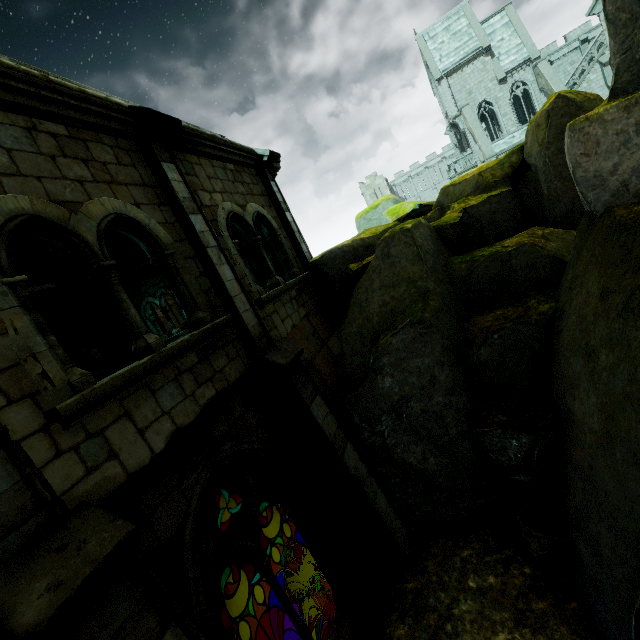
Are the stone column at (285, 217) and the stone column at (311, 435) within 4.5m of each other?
yes

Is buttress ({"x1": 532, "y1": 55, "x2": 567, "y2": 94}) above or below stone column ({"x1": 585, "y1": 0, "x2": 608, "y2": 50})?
above

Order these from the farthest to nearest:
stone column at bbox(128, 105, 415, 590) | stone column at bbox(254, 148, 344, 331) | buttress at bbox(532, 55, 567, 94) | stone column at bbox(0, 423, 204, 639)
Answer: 1. buttress at bbox(532, 55, 567, 94)
2. stone column at bbox(254, 148, 344, 331)
3. stone column at bbox(128, 105, 415, 590)
4. stone column at bbox(0, 423, 204, 639)

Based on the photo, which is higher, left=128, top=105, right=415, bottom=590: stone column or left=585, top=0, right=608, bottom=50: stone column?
left=585, top=0, right=608, bottom=50: stone column

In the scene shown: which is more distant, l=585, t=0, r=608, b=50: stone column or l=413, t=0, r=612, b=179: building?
l=413, t=0, r=612, b=179: building

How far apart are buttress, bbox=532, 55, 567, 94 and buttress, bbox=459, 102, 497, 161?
5.9m

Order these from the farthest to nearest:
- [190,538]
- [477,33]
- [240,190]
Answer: [477,33] < [240,190] < [190,538]

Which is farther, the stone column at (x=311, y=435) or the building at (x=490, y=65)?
the building at (x=490, y=65)
